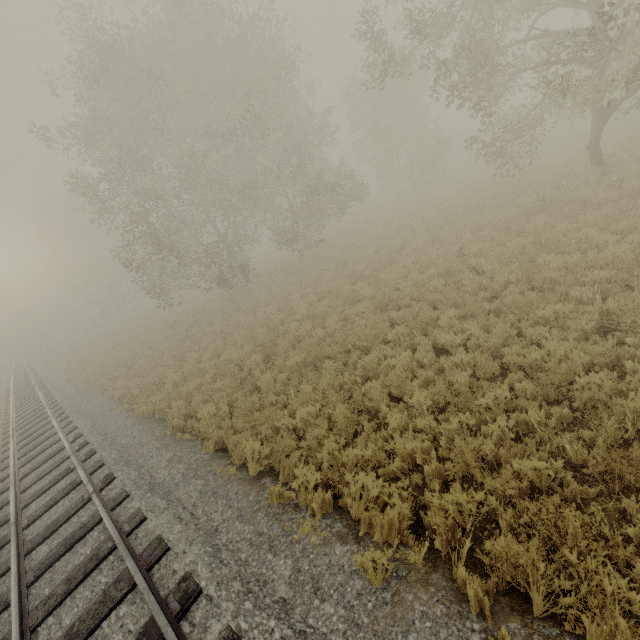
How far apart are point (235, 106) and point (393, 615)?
24.91m

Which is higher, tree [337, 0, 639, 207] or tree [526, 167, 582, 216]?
tree [337, 0, 639, 207]

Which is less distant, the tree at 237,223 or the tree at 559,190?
the tree at 559,190

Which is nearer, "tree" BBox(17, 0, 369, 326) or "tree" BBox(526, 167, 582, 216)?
"tree" BBox(526, 167, 582, 216)

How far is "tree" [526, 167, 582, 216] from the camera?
11.4 meters

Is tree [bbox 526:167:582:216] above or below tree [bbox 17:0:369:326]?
below

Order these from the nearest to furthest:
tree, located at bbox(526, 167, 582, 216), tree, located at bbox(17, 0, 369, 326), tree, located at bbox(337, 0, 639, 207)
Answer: tree, located at bbox(337, 0, 639, 207)
tree, located at bbox(526, 167, 582, 216)
tree, located at bbox(17, 0, 369, 326)
